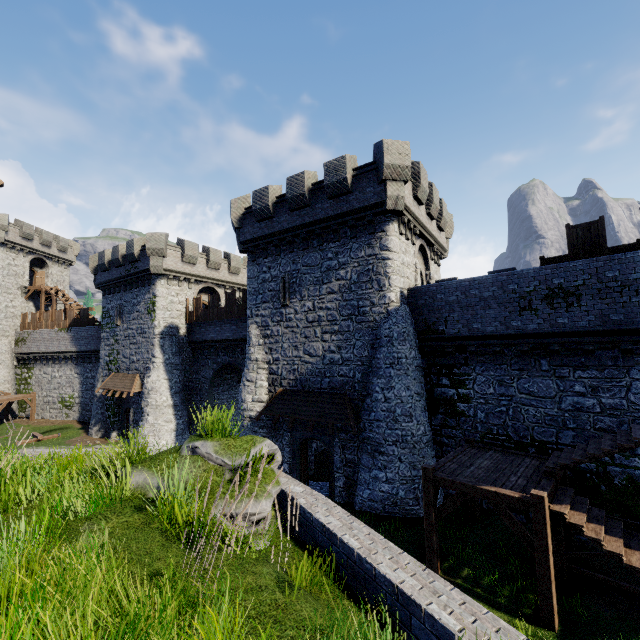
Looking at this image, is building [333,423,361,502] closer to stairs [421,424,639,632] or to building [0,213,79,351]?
stairs [421,424,639,632]

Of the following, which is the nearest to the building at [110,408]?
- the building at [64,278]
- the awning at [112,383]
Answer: the awning at [112,383]

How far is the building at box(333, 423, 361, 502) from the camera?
15.55m

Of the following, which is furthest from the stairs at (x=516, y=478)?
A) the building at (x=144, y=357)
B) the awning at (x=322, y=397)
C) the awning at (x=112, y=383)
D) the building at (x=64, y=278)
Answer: the building at (x=64, y=278)

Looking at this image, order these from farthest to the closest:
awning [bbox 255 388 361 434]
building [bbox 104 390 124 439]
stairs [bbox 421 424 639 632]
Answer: building [bbox 104 390 124 439] < awning [bbox 255 388 361 434] < stairs [bbox 421 424 639 632]

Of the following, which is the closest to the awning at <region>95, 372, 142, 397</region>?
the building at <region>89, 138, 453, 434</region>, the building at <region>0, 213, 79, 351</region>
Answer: the building at <region>89, 138, 453, 434</region>

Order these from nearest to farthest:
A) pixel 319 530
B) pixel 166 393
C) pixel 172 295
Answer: pixel 319 530, pixel 166 393, pixel 172 295

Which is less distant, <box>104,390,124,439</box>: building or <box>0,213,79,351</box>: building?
<box>104,390,124,439</box>: building
